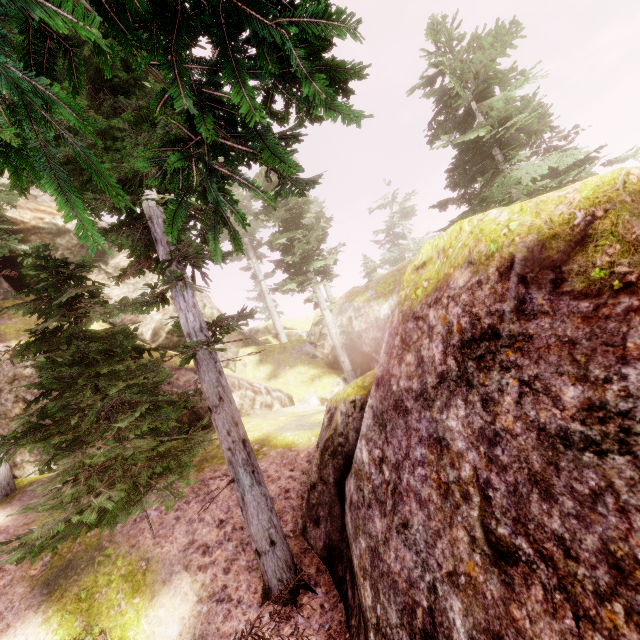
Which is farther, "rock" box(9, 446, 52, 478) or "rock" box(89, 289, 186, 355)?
"rock" box(89, 289, 186, 355)

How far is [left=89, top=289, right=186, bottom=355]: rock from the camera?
17.61m

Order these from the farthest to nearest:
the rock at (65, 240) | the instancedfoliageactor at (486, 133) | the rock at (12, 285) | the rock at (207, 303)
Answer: the rock at (207, 303) < the rock at (65, 240) < the rock at (12, 285) < the instancedfoliageactor at (486, 133)

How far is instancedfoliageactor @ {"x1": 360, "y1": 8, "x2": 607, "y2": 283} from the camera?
9.4 meters

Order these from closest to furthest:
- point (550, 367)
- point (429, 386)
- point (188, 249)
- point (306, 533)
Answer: point (550, 367) → point (429, 386) → point (188, 249) → point (306, 533)

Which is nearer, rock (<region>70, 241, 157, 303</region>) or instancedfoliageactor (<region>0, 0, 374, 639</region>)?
instancedfoliageactor (<region>0, 0, 374, 639</region>)

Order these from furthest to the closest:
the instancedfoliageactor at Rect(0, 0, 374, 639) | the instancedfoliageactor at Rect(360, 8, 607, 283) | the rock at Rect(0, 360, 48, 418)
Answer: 1. the rock at Rect(0, 360, 48, 418)
2. the instancedfoliageactor at Rect(360, 8, 607, 283)
3. the instancedfoliageactor at Rect(0, 0, 374, 639)

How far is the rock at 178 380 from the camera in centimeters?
1298cm
